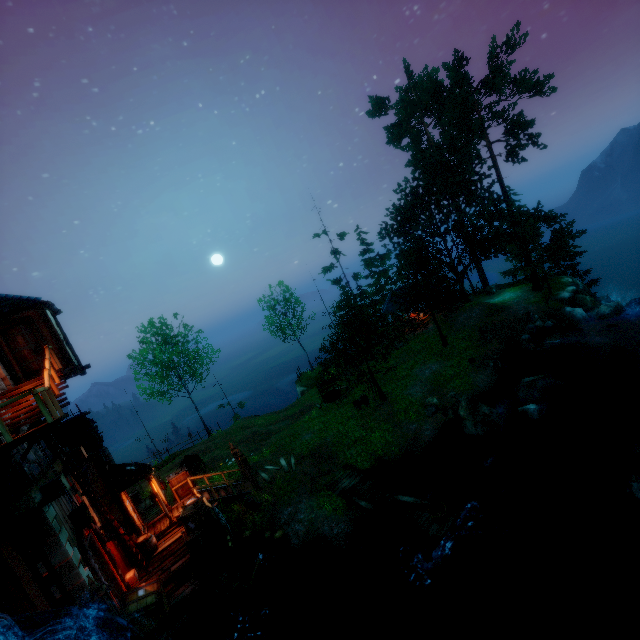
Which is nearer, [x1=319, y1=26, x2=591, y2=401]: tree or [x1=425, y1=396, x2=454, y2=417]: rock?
[x1=425, y1=396, x2=454, y2=417]: rock

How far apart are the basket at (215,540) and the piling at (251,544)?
2.38m

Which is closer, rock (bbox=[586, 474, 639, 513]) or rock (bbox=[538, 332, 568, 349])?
rock (bbox=[586, 474, 639, 513])

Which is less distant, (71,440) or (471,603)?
(471,603)

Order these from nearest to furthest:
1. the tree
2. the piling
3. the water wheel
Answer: the water wheel
the piling
the tree

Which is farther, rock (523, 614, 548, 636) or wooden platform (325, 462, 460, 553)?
wooden platform (325, 462, 460, 553)

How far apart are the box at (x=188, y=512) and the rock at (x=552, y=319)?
24.1 meters

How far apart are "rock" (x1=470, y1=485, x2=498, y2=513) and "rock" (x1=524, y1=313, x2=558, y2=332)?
14.4 meters
